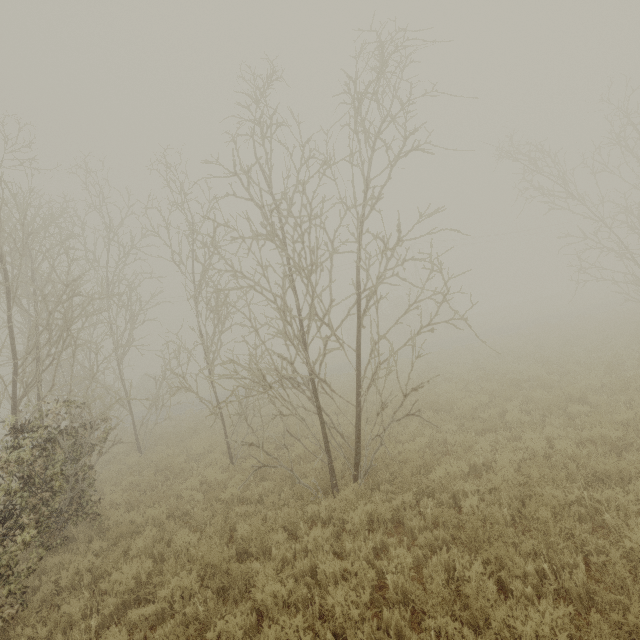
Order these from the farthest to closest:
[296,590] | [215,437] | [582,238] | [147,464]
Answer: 1. [582,238]
2. [215,437]
3. [147,464]
4. [296,590]
